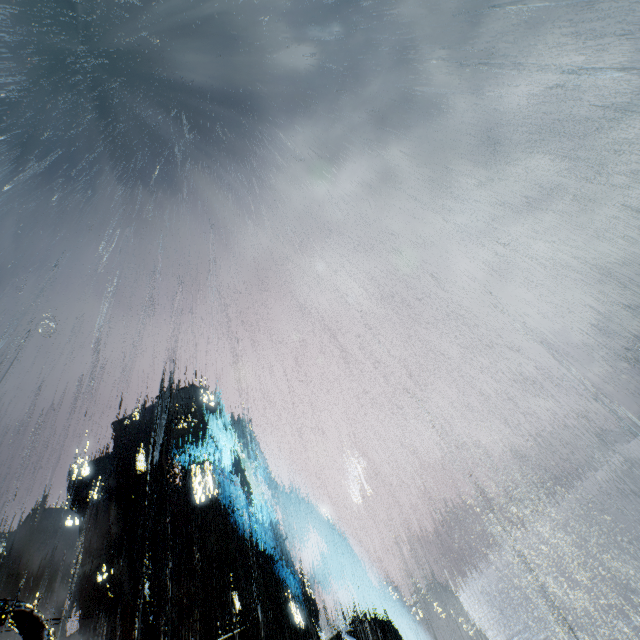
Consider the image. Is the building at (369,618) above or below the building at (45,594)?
below

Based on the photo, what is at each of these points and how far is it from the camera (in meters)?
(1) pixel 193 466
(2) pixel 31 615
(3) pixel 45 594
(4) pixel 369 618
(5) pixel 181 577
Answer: (1) building, 59.59
(2) street light, 5.42
(3) building, 59.16
(4) building, 45.03
(5) building vent, 41.31

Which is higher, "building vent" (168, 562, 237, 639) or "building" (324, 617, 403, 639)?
"building vent" (168, 562, 237, 639)

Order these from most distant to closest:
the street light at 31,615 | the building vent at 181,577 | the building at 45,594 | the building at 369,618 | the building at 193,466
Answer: the building at 45,594 → the building at 193,466 → the building at 369,618 → the building vent at 181,577 → the street light at 31,615

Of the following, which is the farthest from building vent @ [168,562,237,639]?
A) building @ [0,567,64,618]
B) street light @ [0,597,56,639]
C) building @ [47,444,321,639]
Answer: street light @ [0,597,56,639]

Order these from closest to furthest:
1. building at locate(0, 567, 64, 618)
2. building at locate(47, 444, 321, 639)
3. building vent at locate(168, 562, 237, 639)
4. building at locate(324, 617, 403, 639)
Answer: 1. building vent at locate(168, 562, 237, 639)
2. building at locate(324, 617, 403, 639)
3. building at locate(47, 444, 321, 639)
4. building at locate(0, 567, 64, 618)

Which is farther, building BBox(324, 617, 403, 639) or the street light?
building BBox(324, 617, 403, 639)
